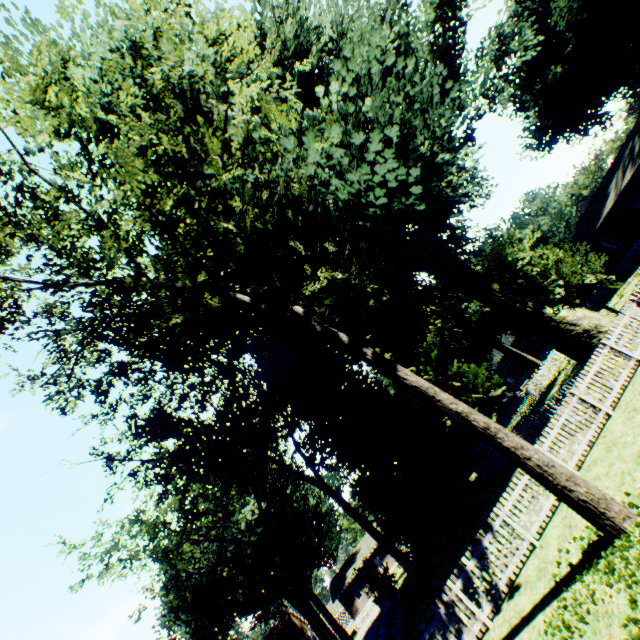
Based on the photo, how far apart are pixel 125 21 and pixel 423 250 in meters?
21.4 m

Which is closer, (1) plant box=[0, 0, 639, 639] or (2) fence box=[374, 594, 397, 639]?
(1) plant box=[0, 0, 639, 639]

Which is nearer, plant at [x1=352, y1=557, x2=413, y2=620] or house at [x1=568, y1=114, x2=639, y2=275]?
plant at [x1=352, y1=557, x2=413, y2=620]

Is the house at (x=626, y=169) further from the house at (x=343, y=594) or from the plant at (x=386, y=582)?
the house at (x=343, y=594)

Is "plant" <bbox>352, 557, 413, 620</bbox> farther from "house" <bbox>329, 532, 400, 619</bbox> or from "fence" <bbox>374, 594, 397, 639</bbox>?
"house" <bbox>329, 532, 400, 619</bbox>

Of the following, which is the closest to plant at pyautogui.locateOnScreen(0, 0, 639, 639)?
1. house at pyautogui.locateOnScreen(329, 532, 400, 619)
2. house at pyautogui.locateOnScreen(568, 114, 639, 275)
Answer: house at pyautogui.locateOnScreen(568, 114, 639, 275)

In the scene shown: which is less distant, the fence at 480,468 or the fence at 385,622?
the fence at 385,622
